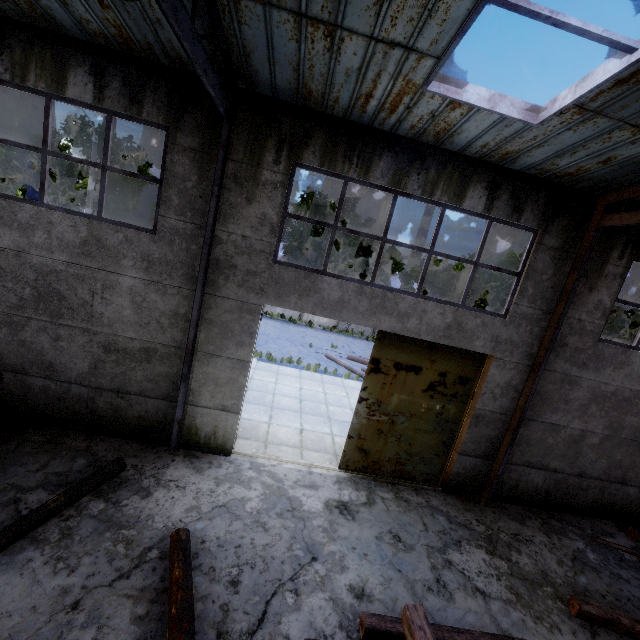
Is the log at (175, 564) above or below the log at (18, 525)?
above

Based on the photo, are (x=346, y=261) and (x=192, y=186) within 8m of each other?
no

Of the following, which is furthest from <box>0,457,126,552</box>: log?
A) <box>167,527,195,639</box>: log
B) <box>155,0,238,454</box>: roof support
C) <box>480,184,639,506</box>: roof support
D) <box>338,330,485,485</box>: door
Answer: <box>480,184,639,506</box>: roof support

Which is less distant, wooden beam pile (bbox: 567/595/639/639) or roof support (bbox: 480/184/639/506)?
wooden beam pile (bbox: 567/595/639/639)

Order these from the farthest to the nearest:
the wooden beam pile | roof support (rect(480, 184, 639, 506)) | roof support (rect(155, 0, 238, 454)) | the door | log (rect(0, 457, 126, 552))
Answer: the door
roof support (rect(480, 184, 639, 506))
the wooden beam pile
log (rect(0, 457, 126, 552))
roof support (rect(155, 0, 238, 454))

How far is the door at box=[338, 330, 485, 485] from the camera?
7.8 meters

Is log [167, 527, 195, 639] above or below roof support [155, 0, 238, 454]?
below

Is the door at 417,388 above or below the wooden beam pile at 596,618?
above
